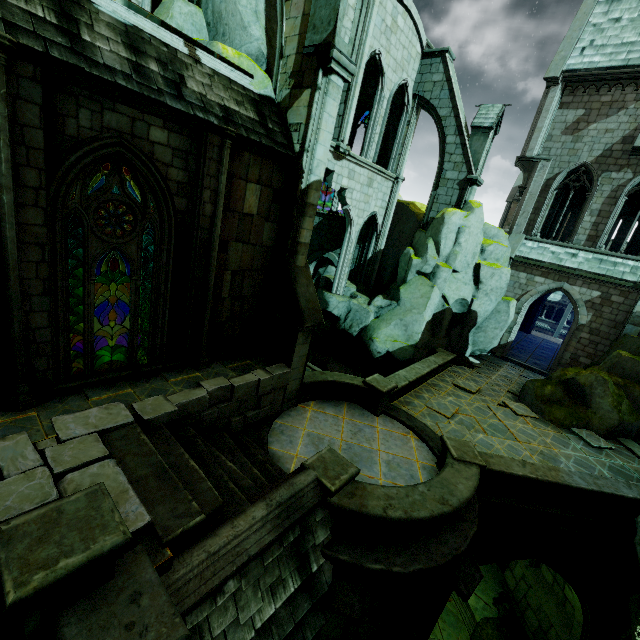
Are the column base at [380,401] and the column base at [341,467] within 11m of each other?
yes

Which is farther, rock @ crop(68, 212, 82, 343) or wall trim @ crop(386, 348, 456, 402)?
wall trim @ crop(386, 348, 456, 402)

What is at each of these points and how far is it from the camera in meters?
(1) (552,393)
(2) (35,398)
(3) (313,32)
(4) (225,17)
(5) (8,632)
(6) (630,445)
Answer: (1) rock, 14.2
(2) stone column, 6.0
(3) merlon, 7.7
(4) rock, 8.8
(5) wall trim, 3.0
(6) stone column, 12.8

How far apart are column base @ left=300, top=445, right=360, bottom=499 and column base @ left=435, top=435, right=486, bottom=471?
2.9 meters

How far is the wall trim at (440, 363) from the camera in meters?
12.3 m

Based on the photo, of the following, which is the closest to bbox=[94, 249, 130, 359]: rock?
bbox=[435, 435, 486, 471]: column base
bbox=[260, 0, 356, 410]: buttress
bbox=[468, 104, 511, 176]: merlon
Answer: bbox=[260, 0, 356, 410]: buttress

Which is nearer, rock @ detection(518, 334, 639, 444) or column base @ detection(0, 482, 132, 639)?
column base @ detection(0, 482, 132, 639)

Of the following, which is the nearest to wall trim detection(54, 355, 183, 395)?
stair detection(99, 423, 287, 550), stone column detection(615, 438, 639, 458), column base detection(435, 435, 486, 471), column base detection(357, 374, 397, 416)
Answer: stair detection(99, 423, 287, 550)
